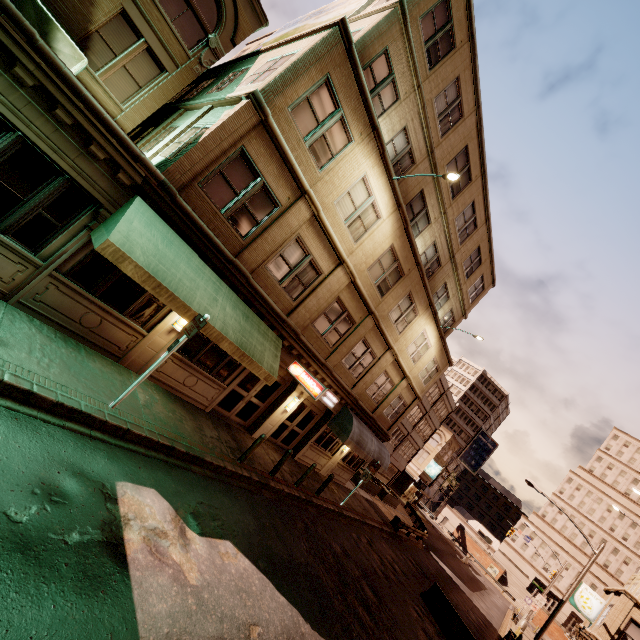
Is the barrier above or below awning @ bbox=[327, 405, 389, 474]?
below

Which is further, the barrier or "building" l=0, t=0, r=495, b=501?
the barrier

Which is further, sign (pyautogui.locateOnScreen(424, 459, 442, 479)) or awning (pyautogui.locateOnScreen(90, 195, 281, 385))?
sign (pyautogui.locateOnScreen(424, 459, 442, 479))

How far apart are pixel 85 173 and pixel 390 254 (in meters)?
11.41

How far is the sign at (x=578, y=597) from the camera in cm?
2291

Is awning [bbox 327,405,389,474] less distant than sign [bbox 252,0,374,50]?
No

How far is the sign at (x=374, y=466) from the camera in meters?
17.4 m

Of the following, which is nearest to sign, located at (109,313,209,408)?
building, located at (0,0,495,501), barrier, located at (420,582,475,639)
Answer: building, located at (0,0,495,501)
